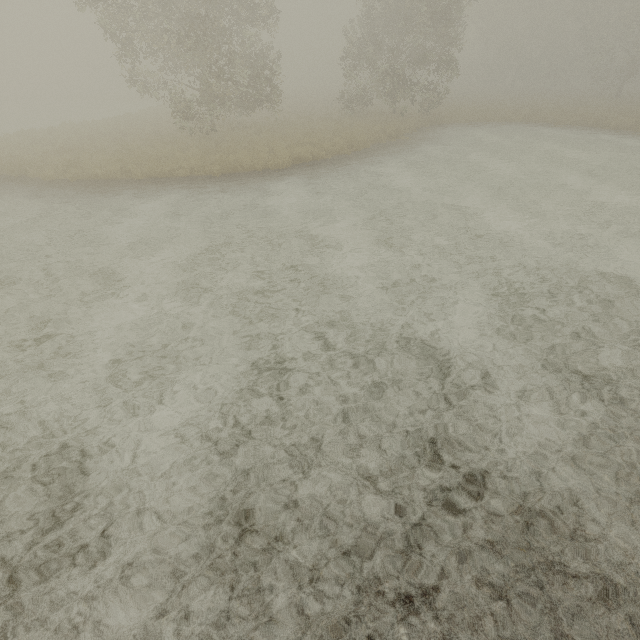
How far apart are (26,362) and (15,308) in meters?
2.1
